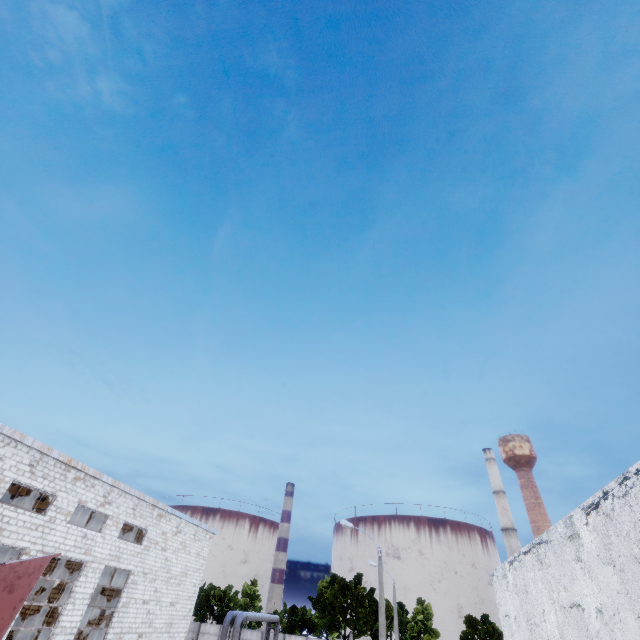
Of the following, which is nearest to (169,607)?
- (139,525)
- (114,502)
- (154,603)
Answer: (154,603)
